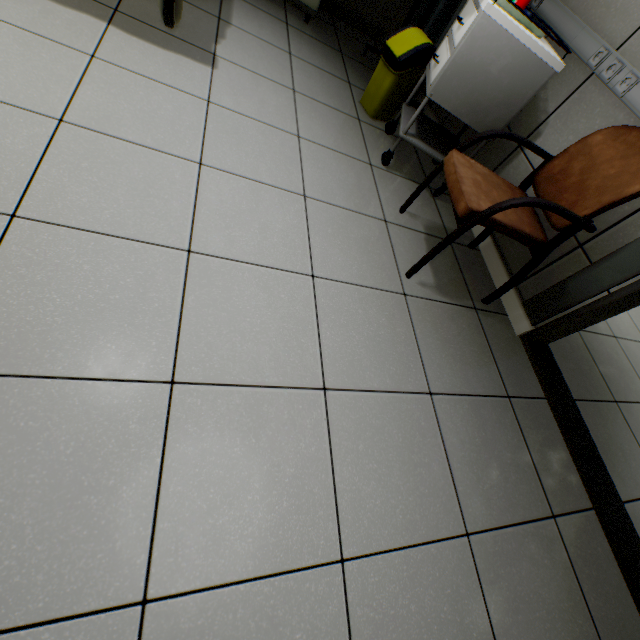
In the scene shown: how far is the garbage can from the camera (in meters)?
2.06

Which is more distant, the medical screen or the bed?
the medical screen

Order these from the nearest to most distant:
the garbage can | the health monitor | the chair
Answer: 1. the chair
2. the garbage can
3. the health monitor

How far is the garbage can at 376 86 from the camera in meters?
2.1 m

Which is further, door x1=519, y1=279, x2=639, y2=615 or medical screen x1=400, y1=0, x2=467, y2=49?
medical screen x1=400, y1=0, x2=467, y2=49

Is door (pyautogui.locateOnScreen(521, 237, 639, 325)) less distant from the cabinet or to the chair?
the chair

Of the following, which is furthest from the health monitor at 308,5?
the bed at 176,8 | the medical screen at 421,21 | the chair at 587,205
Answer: the chair at 587,205

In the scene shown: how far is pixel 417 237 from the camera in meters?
1.9 m
